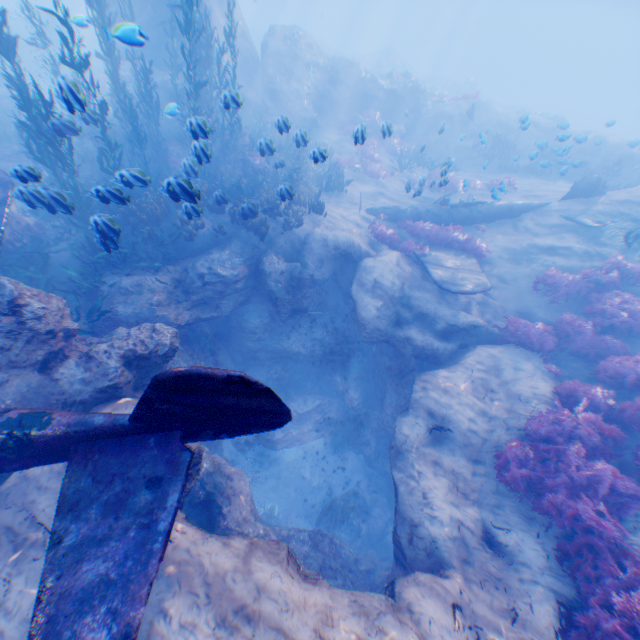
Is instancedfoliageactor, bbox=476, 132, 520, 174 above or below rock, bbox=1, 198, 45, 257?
above

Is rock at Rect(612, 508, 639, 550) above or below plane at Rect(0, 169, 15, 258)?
below

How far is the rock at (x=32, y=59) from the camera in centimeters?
2661cm

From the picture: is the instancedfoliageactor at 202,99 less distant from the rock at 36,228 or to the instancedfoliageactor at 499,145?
the rock at 36,228

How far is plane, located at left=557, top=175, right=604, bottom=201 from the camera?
14.0m

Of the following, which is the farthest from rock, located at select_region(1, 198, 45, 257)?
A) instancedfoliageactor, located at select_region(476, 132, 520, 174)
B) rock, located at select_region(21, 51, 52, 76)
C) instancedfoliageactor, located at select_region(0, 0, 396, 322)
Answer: instancedfoliageactor, located at select_region(476, 132, 520, 174)

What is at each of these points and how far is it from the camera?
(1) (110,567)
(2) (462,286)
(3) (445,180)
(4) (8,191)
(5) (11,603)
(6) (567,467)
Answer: (1) plane, 3.3m
(2) plane, 9.9m
(3) instancedfoliageactor, 10.7m
(4) plane, 7.9m
(5) rock, 4.1m
(6) instancedfoliageactor, 6.9m

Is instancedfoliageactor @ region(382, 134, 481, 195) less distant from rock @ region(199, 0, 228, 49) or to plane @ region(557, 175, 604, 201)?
rock @ region(199, 0, 228, 49)
